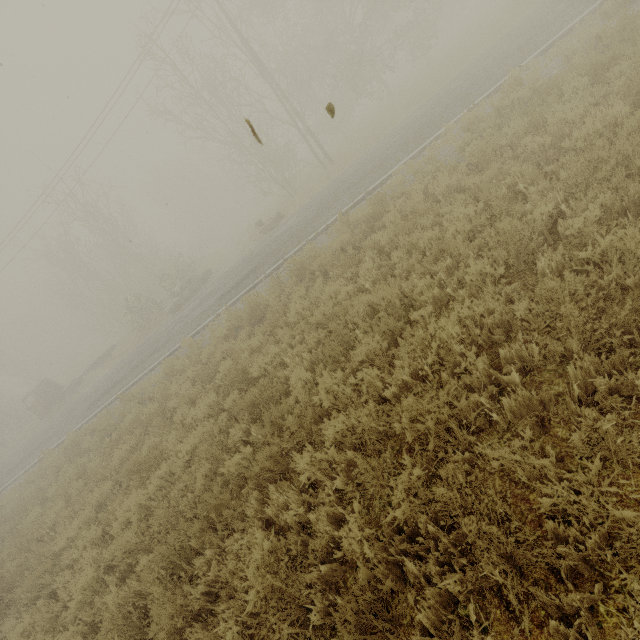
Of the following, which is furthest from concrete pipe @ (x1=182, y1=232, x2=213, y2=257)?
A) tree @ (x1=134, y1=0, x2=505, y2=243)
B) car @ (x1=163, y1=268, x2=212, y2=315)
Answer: car @ (x1=163, y1=268, x2=212, y2=315)

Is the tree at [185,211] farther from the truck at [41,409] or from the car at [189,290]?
the truck at [41,409]

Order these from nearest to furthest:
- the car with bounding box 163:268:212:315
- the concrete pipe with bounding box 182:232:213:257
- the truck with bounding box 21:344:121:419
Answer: the car with bounding box 163:268:212:315 → the truck with bounding box 21:344:121:419 → the concrete pipe with bounding box 182:232:213:257

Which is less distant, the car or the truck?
the car

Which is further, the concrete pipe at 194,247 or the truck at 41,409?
the concrete pipe at 194,247

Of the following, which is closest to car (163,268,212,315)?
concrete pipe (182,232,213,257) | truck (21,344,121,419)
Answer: truck (21,344,121,419)

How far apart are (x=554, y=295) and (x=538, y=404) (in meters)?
1.26

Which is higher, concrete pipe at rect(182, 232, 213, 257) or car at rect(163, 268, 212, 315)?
concrete pipe at rect(182, 232, 213, 257)
